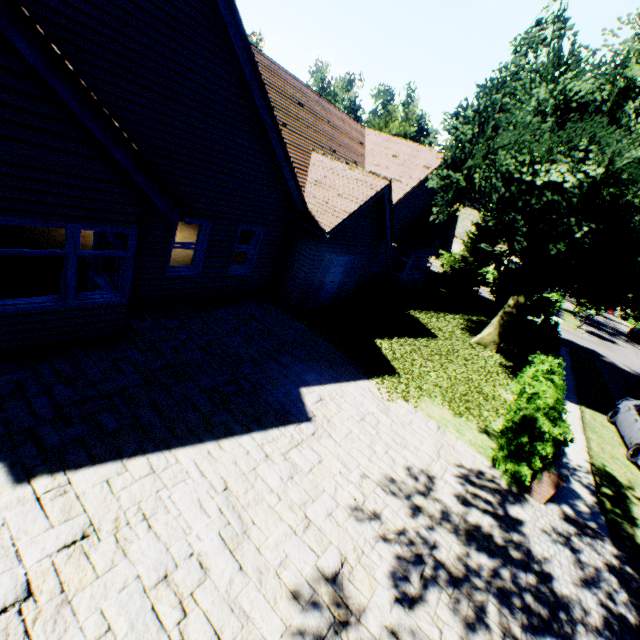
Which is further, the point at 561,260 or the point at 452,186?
the point at 452,186

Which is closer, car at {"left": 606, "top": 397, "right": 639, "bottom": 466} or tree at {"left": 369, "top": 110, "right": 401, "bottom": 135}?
car at {"left": 606, "top": 397, "right": 639, "bottom": 466}

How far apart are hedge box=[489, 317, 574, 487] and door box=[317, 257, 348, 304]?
7.65m

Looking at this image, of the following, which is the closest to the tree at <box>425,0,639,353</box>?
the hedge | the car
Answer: the car

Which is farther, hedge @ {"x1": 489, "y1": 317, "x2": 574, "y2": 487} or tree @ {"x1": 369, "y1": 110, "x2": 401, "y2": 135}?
tree @ {"x1": 369, "y1": 110, "x2": 401, "y2": 135}

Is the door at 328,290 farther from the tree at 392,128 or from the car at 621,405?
the car at 621,405

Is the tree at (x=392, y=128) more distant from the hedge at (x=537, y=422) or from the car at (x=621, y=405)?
the hedge at (x=537, y=422)

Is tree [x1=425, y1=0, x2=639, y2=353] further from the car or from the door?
the door
